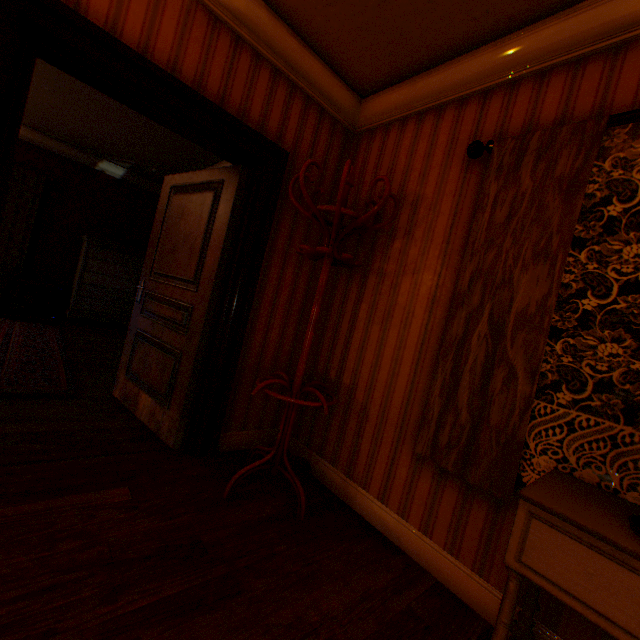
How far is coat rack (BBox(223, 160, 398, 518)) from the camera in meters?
2.0 m

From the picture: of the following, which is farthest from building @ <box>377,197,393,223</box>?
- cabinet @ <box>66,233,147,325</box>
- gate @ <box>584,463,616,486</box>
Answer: gate @ <box>584,463,616,486</box>

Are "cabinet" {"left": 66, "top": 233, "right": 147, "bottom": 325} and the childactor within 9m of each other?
yes

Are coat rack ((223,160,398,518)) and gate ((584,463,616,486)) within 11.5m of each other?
no

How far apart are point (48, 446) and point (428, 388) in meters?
2.5

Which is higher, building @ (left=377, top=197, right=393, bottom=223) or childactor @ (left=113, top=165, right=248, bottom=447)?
building @ (left=377, top=197, right=393, bottom=223)

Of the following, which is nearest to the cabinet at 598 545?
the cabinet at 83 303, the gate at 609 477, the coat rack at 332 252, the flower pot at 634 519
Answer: the flower pot at 634 519

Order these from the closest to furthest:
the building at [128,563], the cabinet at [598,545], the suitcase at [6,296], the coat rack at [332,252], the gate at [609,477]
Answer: the cabinet at [598,545], the building at [128,563], the coat rack at [332,252], the suitcase at [6,296], the gate at [609,477]
